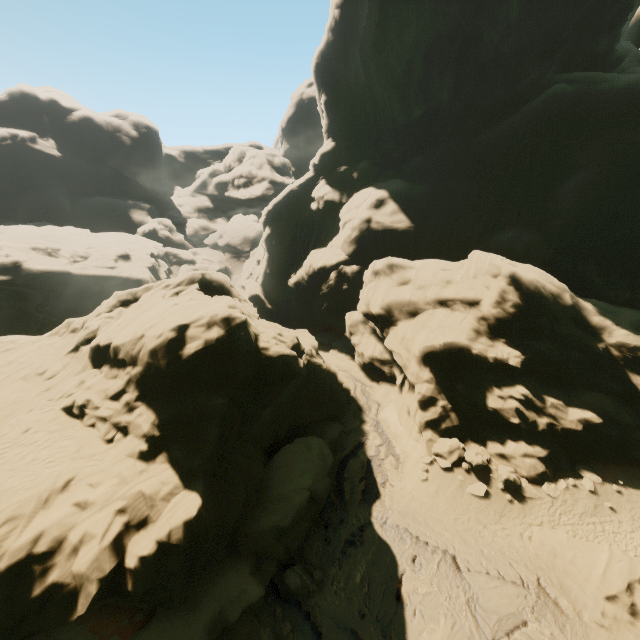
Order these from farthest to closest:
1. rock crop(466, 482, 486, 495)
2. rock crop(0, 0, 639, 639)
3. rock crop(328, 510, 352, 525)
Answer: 1. rock crop(466, 482, 486, 495)
2. rock crop(328, 510, 352, 525)
3. rock crop(0, 0, 639, 639)

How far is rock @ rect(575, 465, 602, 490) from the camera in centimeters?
1713cm

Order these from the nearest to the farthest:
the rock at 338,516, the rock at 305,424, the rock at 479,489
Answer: the rock at 305,424 → the rock at 338,516 → the rock at 479,489

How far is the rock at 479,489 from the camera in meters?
16.8 m

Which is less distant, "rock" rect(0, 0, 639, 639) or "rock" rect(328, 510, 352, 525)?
"rock" rect(0, 0, 639, 639)

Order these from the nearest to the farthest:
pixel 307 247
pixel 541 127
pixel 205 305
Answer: pixel 205 305 → pixel 541 127 → pixel 307 247
